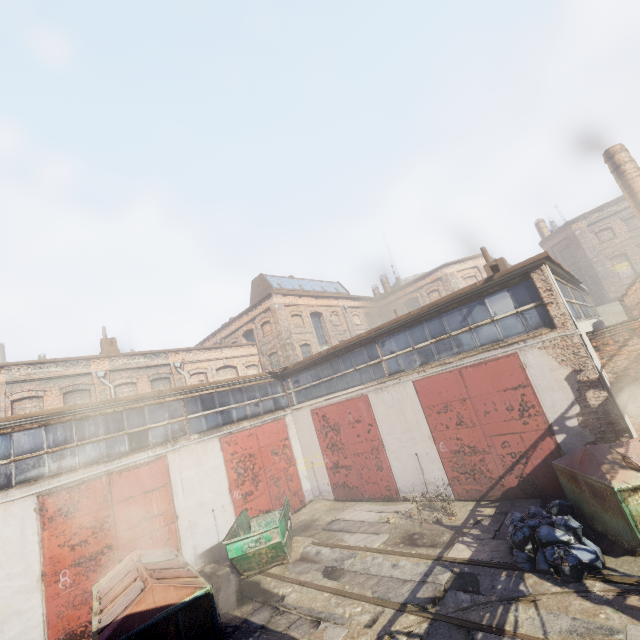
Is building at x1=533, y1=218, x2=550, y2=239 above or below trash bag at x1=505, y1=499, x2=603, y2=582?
above

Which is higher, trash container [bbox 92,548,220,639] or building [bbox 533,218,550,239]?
building [bbox 533,218,550,239]

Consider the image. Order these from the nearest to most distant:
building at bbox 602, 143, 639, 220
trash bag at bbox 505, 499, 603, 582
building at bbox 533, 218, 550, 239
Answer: trash bag at bbox 505, 499, 603, 582, building at bbox 602, 143, 639, 220, building at bbox 533, 218, 550, 239

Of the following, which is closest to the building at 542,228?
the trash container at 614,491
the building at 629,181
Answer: the building at 629,181

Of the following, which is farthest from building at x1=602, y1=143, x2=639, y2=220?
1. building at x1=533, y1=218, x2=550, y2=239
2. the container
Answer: the container

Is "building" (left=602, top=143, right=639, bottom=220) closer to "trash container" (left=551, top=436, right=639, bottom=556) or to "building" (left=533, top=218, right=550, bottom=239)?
"trash container" (left=551, top=436, right=639, bottom=556)

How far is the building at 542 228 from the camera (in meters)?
34.50

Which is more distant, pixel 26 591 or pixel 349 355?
pixel 349 355
